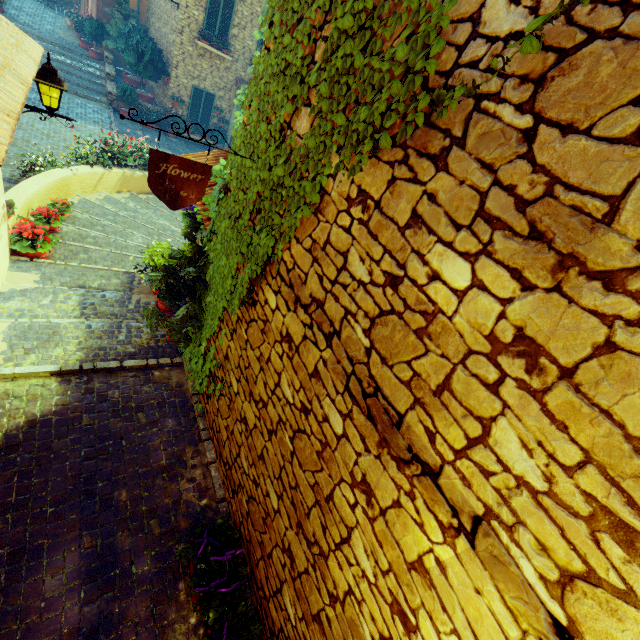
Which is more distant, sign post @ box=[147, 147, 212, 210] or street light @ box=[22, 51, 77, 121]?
street light @ box=[22, 51, 77, 121]

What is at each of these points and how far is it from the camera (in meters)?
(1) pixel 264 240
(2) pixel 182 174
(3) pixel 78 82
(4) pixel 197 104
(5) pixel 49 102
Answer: (1) vines, 2.86
(2) sign post, 2.87
(3) stair, 14.05
(4) window, 15.49
(5) street light, 4.40

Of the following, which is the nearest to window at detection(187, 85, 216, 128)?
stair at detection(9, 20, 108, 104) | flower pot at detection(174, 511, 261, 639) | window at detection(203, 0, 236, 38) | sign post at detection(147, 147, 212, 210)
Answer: stair at detection(9, 20, 108, 104)

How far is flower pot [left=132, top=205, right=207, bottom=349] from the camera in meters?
4.2

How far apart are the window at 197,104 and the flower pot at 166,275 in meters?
14.2

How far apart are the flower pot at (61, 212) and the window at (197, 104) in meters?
12.7 m

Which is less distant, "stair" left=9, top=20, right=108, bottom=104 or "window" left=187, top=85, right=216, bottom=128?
"stair" left=9, top=20, right=108, bottom=104

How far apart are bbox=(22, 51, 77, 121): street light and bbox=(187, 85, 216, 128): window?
13.0 meters
